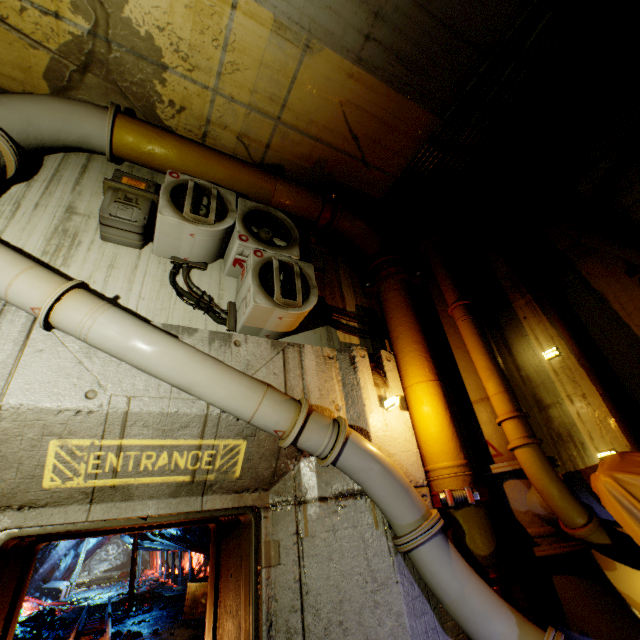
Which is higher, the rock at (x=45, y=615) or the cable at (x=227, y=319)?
the cable at (x=227, y=319)

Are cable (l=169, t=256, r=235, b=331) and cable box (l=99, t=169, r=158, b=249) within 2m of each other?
yes

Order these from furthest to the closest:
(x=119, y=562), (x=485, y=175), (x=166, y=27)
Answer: (x=119, y=562), (x=485, y=175), (x=166, y=27)

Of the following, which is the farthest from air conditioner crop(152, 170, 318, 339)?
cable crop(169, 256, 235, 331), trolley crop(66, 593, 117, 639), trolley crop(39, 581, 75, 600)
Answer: trolley crop(39, 581, 75, 600)

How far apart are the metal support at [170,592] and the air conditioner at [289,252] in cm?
1820

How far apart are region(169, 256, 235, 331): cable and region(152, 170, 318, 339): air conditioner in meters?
0.0

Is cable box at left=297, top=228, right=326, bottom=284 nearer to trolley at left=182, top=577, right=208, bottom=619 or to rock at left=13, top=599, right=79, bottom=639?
rock at left=13, top=599, right=79, bottom=639

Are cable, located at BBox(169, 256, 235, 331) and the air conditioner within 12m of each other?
yes
